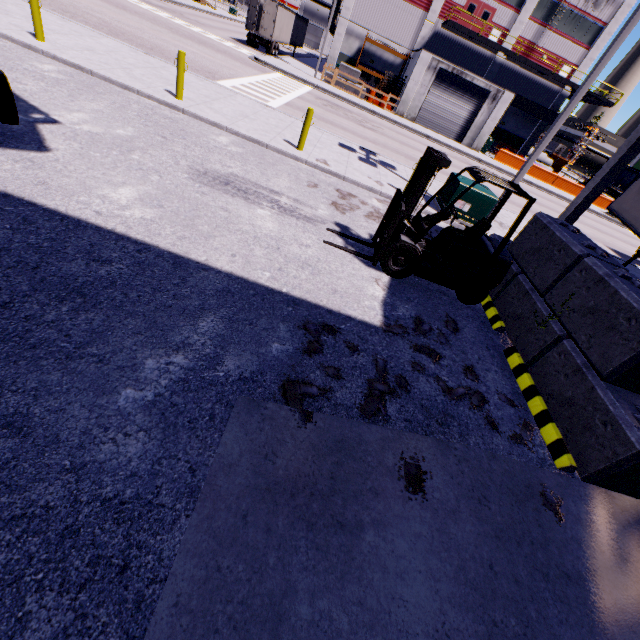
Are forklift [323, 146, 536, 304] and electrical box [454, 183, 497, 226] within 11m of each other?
yes

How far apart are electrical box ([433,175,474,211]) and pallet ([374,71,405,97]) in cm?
2530

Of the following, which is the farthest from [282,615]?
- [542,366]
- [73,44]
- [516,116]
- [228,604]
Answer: [516,116]

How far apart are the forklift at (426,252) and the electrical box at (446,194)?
3.8m

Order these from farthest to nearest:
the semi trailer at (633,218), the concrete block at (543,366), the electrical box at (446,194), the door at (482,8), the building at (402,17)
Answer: the door at (482,8), the building at (402,17), the semi trailer at (633,218), the electrical box at (446,194), the concrete block at (543,366)

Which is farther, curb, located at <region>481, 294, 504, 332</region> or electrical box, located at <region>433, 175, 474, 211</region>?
electrical box, located at <region>433, 175, 474, 211</region>

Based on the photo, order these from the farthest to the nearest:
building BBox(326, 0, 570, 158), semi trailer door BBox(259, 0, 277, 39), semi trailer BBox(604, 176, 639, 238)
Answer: semi trailer door BBox(259, 0, 277, 39) < building BBox(326, 0, 570, 158) < semi trailer BBox(604, 176, 639, 238)

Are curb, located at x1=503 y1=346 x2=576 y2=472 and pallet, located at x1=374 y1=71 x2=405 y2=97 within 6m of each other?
no
